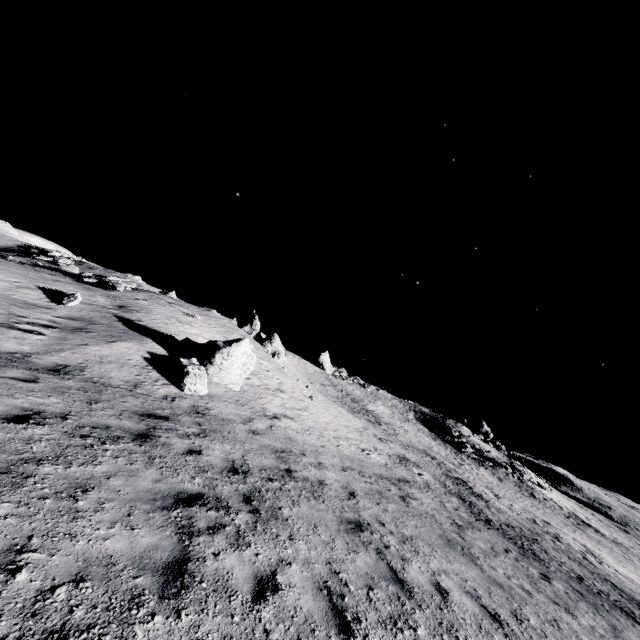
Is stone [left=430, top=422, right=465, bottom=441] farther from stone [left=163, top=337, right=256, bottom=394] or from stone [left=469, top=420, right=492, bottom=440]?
stone [left=163, top=337, right=256, bottom=394]

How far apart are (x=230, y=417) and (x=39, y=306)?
9.38m

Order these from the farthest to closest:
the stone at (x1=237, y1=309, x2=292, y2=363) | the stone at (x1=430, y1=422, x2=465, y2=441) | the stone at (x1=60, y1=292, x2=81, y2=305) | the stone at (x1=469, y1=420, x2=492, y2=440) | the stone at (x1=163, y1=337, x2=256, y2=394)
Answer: the stone at (x1=469, y1=420, x2=492, y2=440), the stone at (x1=430, y1=422, x2=465, y2=441), the stone at (x1=237, y1=309, x2=292, y2=363), the stone at (x1=60, y1=292, x2=81, y2=305), the stone at (x1=163, y1=337, x2=256, y2=394)

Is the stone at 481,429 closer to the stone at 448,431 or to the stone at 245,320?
the stone at 448,431

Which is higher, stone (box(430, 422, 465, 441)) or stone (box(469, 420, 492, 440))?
stone (box(469, 420, 492, 440))

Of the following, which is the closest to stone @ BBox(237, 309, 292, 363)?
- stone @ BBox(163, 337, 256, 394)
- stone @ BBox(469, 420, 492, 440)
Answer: stone @ BBox(163, 337, 256, 394)

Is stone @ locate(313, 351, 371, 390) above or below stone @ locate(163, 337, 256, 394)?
above

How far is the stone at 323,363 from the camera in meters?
53.5 m
